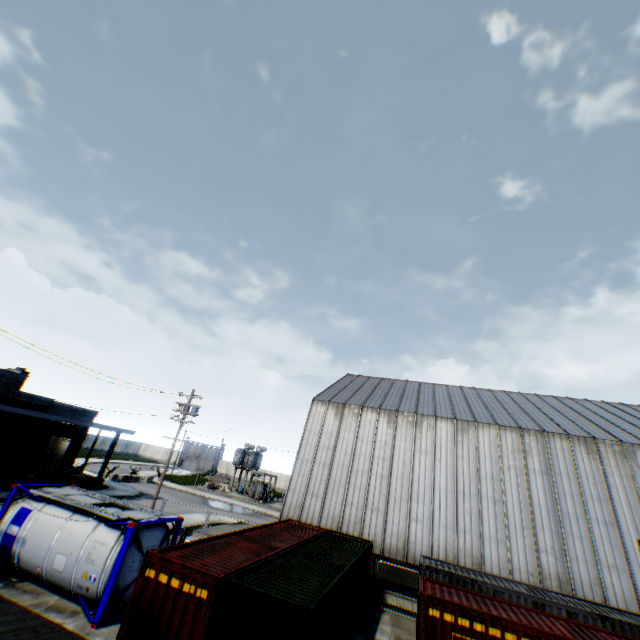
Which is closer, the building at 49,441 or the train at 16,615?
the train at 16,615

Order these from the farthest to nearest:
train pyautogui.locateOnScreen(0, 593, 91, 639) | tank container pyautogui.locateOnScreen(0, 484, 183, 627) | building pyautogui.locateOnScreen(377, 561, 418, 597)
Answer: building pyautogui.locateOnScreen(377, 561, 418, 597)
tank container pyautogui.locateOnScreen(0, 484, 183, 627)
train pyautogui.locateOnScreen(0, 593, 91, 639)

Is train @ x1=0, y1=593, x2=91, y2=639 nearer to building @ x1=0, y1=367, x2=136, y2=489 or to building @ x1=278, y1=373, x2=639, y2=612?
building @ x1=278, y1=373, x2=639, y2=612

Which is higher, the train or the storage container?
the train

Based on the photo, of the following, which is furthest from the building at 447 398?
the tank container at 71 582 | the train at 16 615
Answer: the train at 16 615

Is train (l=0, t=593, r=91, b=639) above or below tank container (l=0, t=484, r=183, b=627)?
above

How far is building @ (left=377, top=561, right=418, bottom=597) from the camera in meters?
18.9

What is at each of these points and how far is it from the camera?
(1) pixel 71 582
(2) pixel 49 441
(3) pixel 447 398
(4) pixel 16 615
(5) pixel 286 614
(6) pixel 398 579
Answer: (1) tank container, 11.7 meters
(2) building, 31.3 meters
(3) building, 30.4 meters
(4) train, 4.4 meters
(5) storage container, 8.0 meters
(6) building, 19.3 meters
